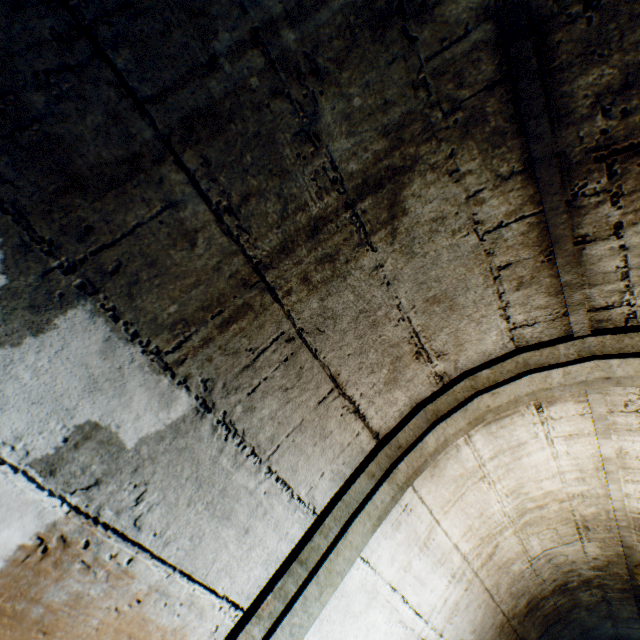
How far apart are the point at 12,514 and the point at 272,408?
0.6m
